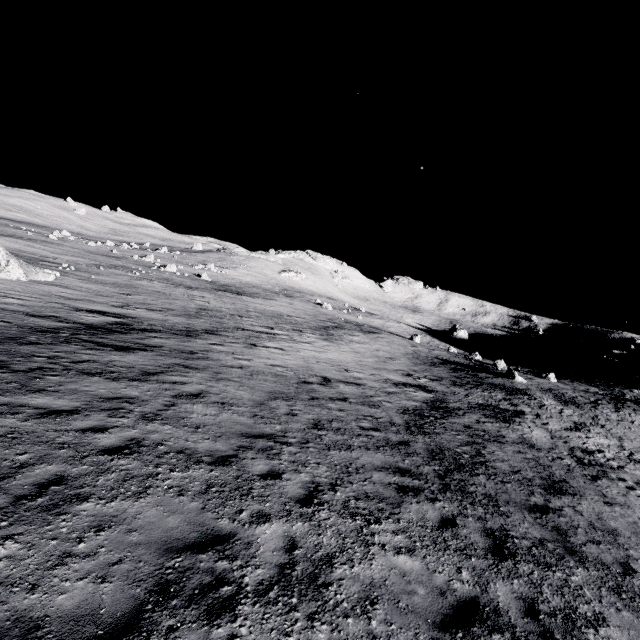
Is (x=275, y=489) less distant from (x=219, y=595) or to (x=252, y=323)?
(x=219, y=595)

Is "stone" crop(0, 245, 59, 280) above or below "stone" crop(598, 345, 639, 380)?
below

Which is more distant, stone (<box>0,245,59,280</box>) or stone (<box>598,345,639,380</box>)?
stone (<box>598,345,639,380</box>)

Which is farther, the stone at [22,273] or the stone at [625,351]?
the stone at [625,351]

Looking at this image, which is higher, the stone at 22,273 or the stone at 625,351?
the stone at 625,351
